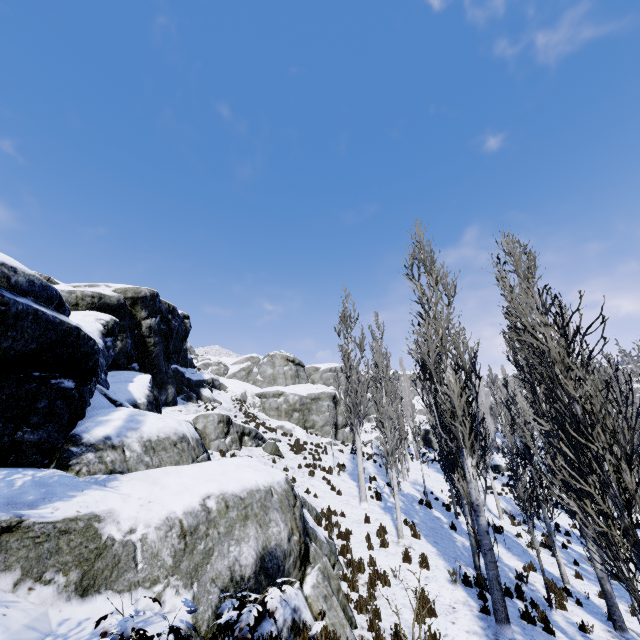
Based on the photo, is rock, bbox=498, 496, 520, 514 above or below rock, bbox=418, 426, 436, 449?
below

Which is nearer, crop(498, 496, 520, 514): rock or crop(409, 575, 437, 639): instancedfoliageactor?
crop(409, 575, 437, 639): instancedfoliageactor

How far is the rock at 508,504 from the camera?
20.92m

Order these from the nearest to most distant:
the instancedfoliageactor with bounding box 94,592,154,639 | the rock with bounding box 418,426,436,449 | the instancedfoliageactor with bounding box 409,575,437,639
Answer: the instancedfoliageactor with bounding box 94,592,154,639
the instancedfoliageactor with bounding box 409,575,437,639
the rock with bounding box 418,426,436,449

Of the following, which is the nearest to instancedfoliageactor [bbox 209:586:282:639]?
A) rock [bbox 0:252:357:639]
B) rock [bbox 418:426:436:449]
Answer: rock [bbox 0:252:357:639]

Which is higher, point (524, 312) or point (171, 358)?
point (171, 358)

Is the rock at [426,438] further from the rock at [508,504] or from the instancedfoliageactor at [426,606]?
the rock at [508,504]

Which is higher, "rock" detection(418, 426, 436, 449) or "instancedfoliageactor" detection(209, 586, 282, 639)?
"rock" detection(418, 426, 436, 449)
